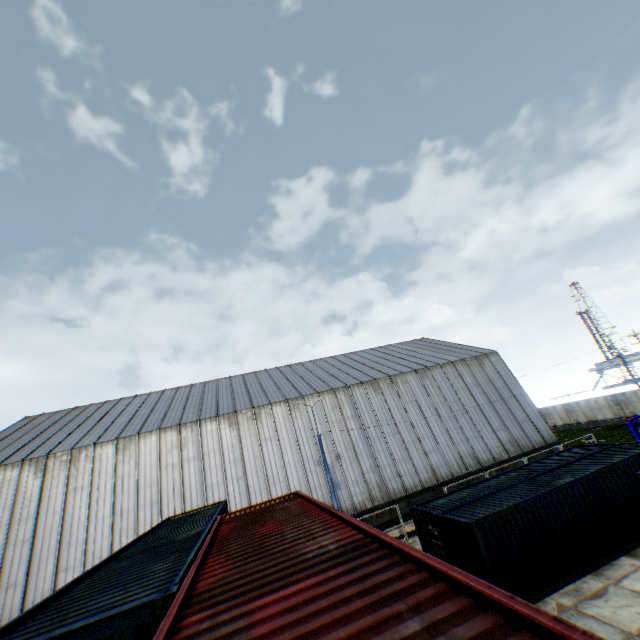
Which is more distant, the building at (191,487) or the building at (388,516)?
the building at (388,516)

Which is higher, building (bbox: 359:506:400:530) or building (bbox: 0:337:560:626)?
building (bbox: 0:337:560:626)

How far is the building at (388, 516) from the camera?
23.23m

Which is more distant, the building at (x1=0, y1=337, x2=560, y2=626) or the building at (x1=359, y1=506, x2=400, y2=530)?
the building at (x1=359, y1=506, x2=400, y2=530)

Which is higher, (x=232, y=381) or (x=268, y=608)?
(x=232, y=381)

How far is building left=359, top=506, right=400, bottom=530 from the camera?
23.23m
